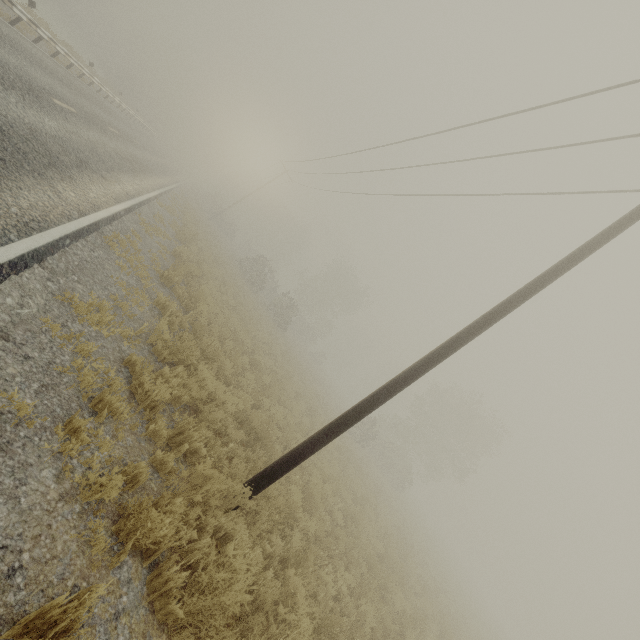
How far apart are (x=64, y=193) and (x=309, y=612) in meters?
9.5
